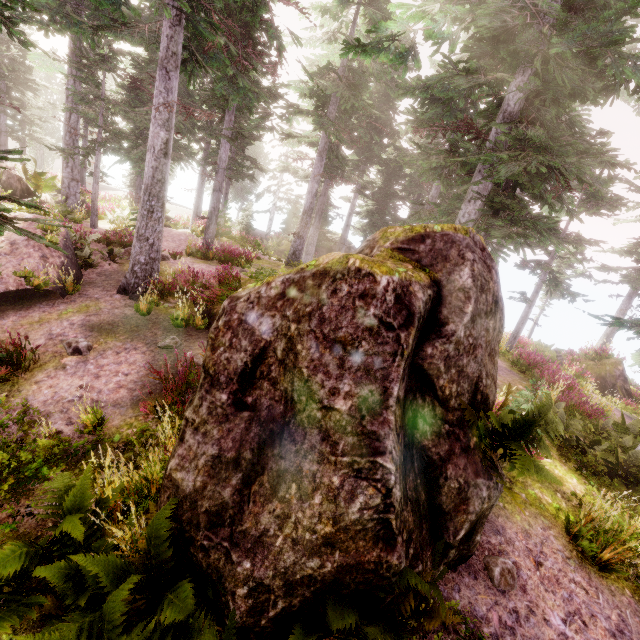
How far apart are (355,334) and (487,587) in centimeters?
417cm

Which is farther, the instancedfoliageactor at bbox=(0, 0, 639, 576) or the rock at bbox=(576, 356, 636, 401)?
the rock at bbox=(576, 356, 636, 401)

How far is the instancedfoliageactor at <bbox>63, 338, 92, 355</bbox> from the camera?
7.5m

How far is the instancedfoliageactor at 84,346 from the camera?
7.47m

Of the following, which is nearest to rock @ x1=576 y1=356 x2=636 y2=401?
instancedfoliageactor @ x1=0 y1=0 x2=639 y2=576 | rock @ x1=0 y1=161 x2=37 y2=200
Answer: instancedfoliageactor @ x1=0 y1=0 x2=639 y2=576

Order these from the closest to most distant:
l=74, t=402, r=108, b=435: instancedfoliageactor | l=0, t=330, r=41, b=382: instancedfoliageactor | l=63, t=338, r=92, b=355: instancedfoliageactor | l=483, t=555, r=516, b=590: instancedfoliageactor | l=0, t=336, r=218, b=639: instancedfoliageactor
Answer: l=0, t=336, r=218, b=639: instancedfoliageactor
l=483, t=555, r=516, b=590: instancedfoliageactor
l=74, t=402, r=108, b=435: instancedfoliageactor
l=0, t=330, r=41, b=382: instancedfoliageactor
l=63, t=338, r=92, b=355: instancedfoliageactor

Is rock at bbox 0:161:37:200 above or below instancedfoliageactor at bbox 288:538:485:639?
above
